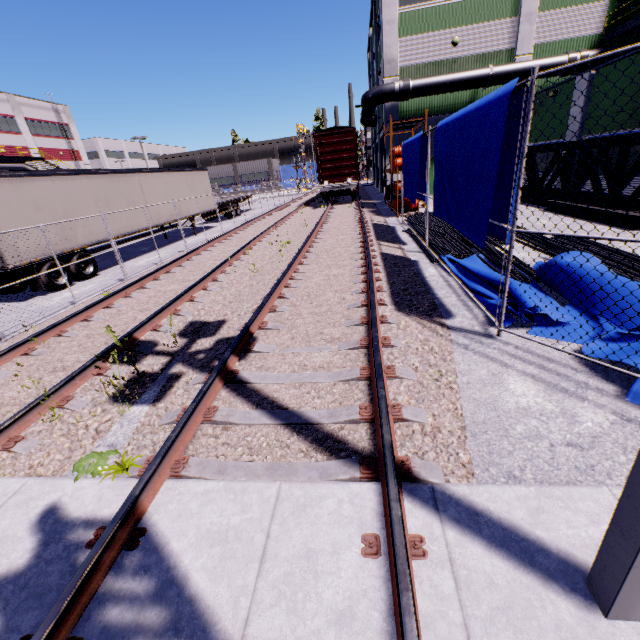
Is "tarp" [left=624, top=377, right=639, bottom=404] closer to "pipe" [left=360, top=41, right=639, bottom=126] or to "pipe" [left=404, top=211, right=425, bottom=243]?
"pipe" [left=404, top=211, right=425, bottom=243]

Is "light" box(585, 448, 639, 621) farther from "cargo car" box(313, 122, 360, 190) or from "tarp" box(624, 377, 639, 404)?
"cargo car" box(313, 122, 360, 190)

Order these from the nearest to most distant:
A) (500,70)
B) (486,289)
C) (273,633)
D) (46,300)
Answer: (273,633)
(486,289)
(46,300)
(500,70)

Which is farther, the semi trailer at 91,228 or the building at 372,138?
the building at 372,138

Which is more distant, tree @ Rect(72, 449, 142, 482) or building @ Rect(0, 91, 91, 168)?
building @ Rect(0, 91, 91, 168)

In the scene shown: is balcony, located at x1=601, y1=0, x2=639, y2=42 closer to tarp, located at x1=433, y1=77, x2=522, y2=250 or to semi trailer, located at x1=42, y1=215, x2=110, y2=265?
tarp, located at x1=433, y1=77, x2=522, y2=250

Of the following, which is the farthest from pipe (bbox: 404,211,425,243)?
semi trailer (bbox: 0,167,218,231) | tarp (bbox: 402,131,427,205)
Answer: semi trailer (bbox: 0,167,218,231)

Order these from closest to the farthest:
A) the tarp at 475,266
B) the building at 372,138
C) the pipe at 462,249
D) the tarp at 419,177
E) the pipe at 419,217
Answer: the tarp at 475,266
the pipe at 462,249
the tarp at 419,177
the pipe at 419,217
the building at 372,138
